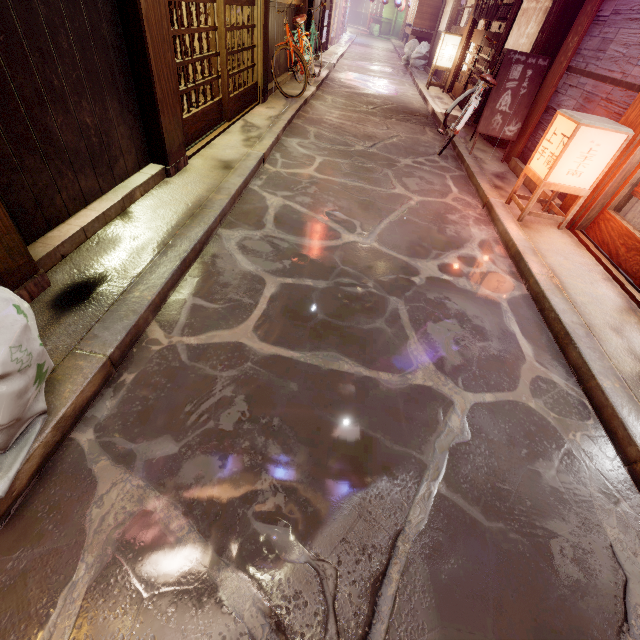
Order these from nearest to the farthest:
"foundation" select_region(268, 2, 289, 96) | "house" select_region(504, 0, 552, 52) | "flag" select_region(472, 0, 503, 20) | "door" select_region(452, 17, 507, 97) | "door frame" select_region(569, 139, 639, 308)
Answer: "door frame" select_region(569, 139, 639, 308) < "house" select_region(504, 0, 552, 52) < "foundation" select_region(268, 2, 289, 96) < "flag" select_region(472, 0, 503, 20) < "door" select_region(452, 17, 507, 97)

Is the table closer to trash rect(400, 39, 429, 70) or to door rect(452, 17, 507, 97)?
trash rect(400, 39, 429, 70)

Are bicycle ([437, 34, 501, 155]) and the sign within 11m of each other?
yes

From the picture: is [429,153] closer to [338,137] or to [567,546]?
[338,137]

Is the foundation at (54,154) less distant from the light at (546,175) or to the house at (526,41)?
the light at (546,175)

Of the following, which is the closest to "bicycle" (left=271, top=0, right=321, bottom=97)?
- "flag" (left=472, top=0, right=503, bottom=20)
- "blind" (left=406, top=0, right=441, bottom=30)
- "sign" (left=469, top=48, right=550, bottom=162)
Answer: "sign" (left=469, top=48, right=550, bottom=162)

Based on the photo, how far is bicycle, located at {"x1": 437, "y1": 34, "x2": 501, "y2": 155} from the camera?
9.8 meters

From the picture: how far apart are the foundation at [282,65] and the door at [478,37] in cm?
885
